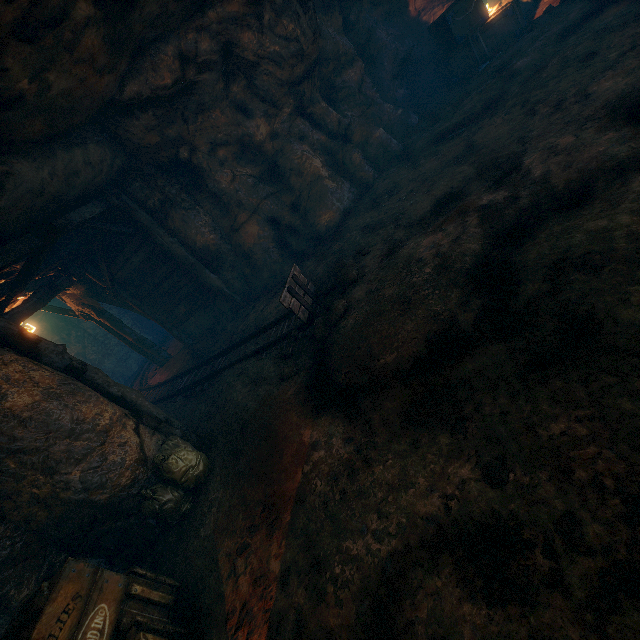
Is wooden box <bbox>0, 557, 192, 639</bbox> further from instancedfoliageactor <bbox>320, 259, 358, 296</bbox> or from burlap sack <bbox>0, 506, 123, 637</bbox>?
instancedfoliageactor <bbox>320, 259, 358, 296</bbox>

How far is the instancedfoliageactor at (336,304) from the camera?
4.9 meters

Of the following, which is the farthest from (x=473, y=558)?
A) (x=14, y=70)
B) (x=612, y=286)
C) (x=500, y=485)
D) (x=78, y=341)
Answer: (x=78, y=341)

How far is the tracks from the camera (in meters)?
5.49

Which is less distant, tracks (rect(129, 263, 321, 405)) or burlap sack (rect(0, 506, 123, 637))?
burlap sack (rect(0, 506, 123, 637))

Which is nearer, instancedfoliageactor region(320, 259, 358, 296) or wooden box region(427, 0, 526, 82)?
instancedfoliageactor region(320, 259, 358, 296)

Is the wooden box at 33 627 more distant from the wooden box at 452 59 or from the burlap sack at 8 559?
the wooden box at 452 59

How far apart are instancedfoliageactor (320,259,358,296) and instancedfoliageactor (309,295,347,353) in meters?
0.3
